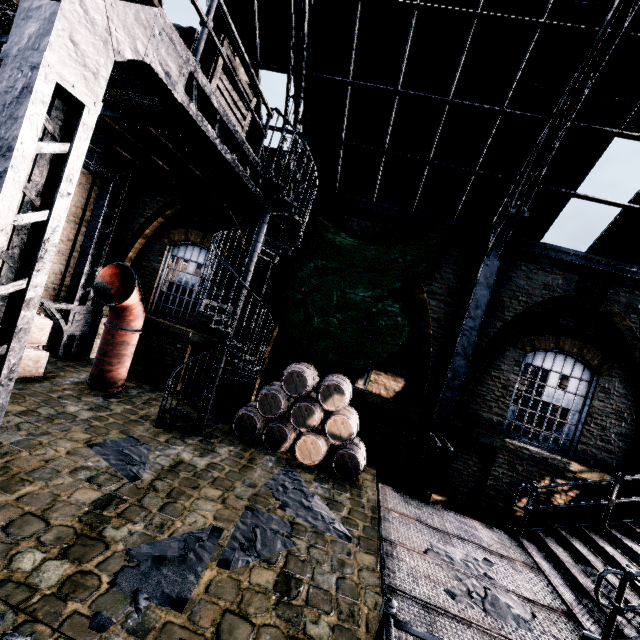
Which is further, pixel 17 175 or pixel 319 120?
pixel 319 120

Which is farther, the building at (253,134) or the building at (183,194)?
the building at (183,194)

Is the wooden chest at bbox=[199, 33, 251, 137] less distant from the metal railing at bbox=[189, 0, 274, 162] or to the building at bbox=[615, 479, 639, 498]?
the metal railing at bbox=[189, 0, 274, 162]

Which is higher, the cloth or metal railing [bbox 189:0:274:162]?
metal railing [bbox 189:0:274:162]

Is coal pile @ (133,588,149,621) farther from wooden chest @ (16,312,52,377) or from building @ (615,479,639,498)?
wooden chest @ (16,312,52,377)

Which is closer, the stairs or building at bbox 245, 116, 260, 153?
the stairs

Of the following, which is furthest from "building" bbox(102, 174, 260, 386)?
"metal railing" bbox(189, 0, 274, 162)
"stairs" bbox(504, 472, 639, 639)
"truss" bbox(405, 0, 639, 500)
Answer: "metal railing" bbox(189, 0, 274, 162)

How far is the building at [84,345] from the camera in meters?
11.0 m
